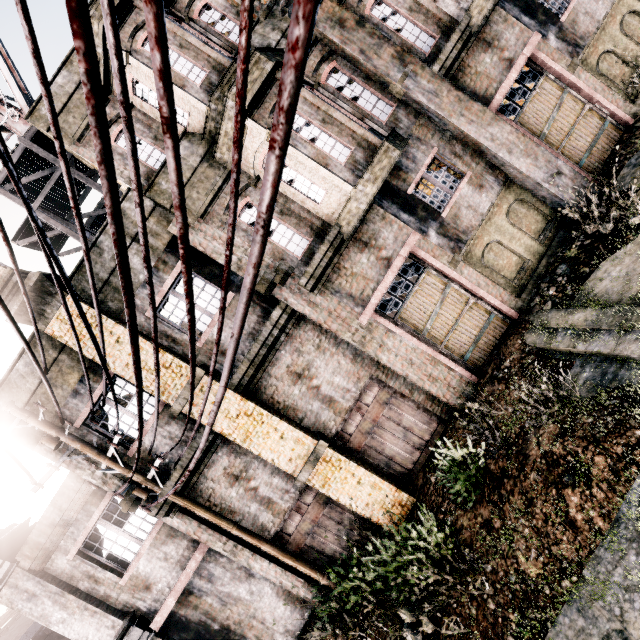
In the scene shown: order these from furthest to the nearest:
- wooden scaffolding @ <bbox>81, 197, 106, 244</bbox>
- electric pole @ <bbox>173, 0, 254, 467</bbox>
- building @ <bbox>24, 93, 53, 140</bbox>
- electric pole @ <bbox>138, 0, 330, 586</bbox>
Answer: wooden scaffolding @ <bbox>81, 197, 106, 244</bbox>, building @ <bbox>24, 93, 53, 140</bbox>, electric pole @ <bbox>173, 0, 254, 467</bbox>, electric pole @ <bbox>138, 0, 330, 586</bbox>

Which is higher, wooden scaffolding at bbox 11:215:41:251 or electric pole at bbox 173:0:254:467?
wooden scaffolding at bbox 11:215:41:251

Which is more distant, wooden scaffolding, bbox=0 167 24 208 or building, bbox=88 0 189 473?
wooden scaffolding, bbox=0 167 24 208

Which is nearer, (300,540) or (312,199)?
(312,199)

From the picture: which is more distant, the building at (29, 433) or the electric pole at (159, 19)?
the building at (29, 433)

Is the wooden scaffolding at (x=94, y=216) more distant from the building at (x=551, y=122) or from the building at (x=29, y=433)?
the building at (x=551, y=122)

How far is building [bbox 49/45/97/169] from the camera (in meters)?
8.21
